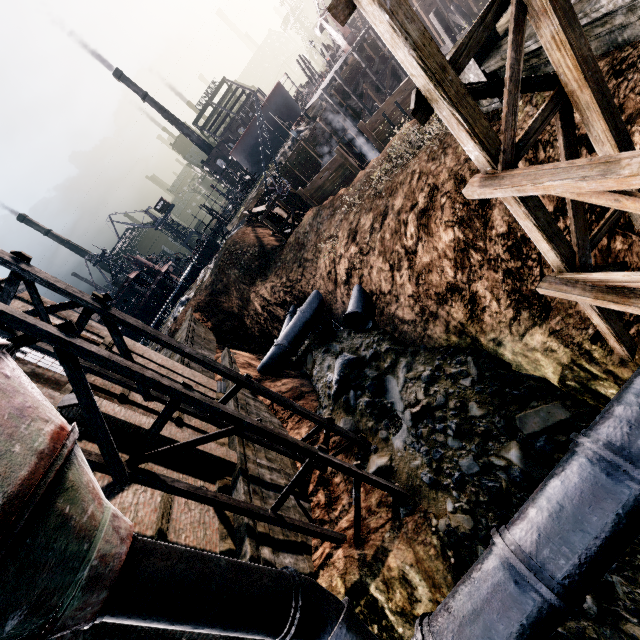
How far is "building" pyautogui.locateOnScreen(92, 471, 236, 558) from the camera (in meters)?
9.34

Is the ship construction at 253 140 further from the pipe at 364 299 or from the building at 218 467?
the pipe at 364 299

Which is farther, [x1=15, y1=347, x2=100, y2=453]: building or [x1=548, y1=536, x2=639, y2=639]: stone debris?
[x1=15, y1=347, x2=100, y2=453]: building

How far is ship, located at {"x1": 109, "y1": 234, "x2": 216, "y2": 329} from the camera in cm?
5441

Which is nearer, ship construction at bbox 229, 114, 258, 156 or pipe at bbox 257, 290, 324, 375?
pipe at bbox 257, 290, 324, 375

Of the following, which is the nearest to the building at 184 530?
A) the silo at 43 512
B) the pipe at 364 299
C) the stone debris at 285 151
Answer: the silo at 43 512

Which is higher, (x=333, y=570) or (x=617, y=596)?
(x=333, y=570)

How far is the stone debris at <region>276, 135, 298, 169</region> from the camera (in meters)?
40.22
